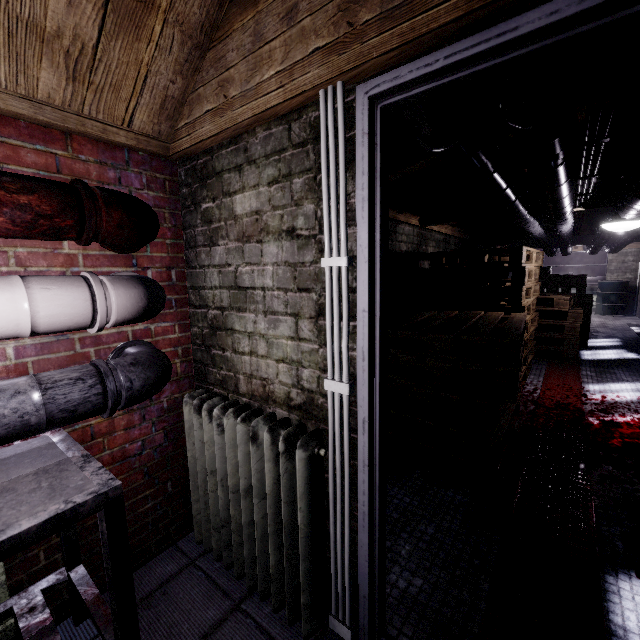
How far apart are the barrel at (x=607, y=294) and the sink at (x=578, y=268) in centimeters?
1cm

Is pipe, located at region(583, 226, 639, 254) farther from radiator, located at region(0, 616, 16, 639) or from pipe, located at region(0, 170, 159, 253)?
radiator, located at region(0, 616, 16, 639)

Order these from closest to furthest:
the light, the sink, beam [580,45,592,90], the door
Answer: the door, beam [580,45,592,90], the light, the sink

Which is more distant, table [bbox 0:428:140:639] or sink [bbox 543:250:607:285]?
sink [bbox 543:250:607:285]

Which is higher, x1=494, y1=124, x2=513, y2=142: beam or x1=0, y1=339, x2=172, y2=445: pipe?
x1=494, y1=124, x2=513, y2=142: beam

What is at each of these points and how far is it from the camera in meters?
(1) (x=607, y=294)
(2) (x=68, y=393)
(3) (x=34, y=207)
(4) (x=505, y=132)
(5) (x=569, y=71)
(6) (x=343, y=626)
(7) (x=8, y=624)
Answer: (1) barrel, 9.5
(2) pipe, 1.0
(3) pipe, 0.9
(4) beam, 2.0
(5) pipe, 0.8
(6) wire, 1.2
(7) radiator, 1.2

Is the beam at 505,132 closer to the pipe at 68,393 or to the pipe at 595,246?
the pipe at 595,246

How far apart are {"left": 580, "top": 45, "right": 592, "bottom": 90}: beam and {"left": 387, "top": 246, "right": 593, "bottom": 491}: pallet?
1.12m
